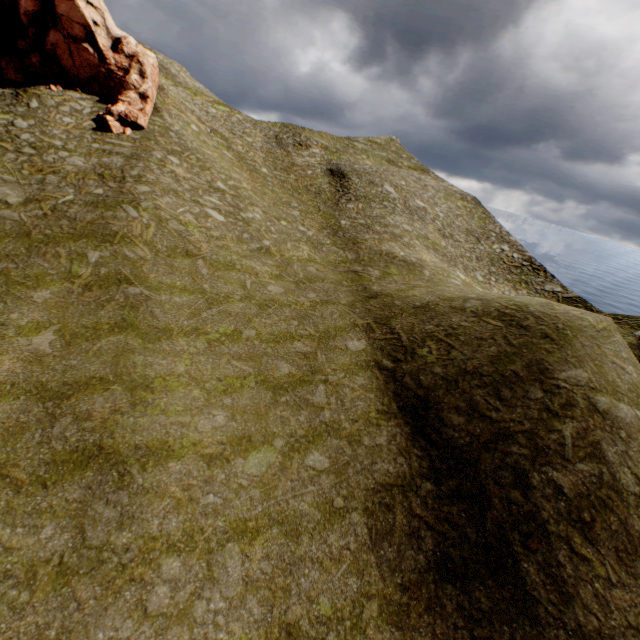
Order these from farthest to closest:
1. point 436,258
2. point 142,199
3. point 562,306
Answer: point 436,258, point 142,199, point 562,306
